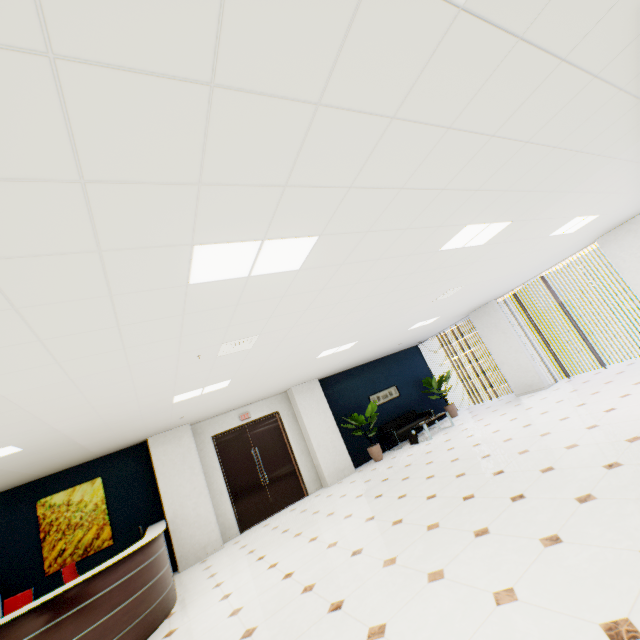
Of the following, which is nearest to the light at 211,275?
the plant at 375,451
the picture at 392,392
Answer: the plant at 375,451

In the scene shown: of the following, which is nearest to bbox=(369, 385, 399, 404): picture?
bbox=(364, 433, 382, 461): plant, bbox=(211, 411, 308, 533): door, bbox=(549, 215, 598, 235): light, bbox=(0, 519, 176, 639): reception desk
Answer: bbox=(364, 433, 382, 461): plant

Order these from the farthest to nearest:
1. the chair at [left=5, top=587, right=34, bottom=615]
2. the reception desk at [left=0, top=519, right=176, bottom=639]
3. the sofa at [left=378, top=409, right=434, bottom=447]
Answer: the sofa at [left=378, top=409, right=434, bottom=447] → the chair at [left=5, top=587, right=34, bottom=615] → the reception desk at [left=0, top=519, right=176, bottom=639]

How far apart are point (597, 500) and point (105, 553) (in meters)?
8.94

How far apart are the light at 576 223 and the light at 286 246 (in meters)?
5.09

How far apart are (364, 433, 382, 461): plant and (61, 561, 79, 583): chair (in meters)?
6.57

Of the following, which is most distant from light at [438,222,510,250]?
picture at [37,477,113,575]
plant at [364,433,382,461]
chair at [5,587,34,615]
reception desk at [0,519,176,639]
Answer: picture at [37,477,113,575]

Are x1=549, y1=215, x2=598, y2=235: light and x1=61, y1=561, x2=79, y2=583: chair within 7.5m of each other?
no
